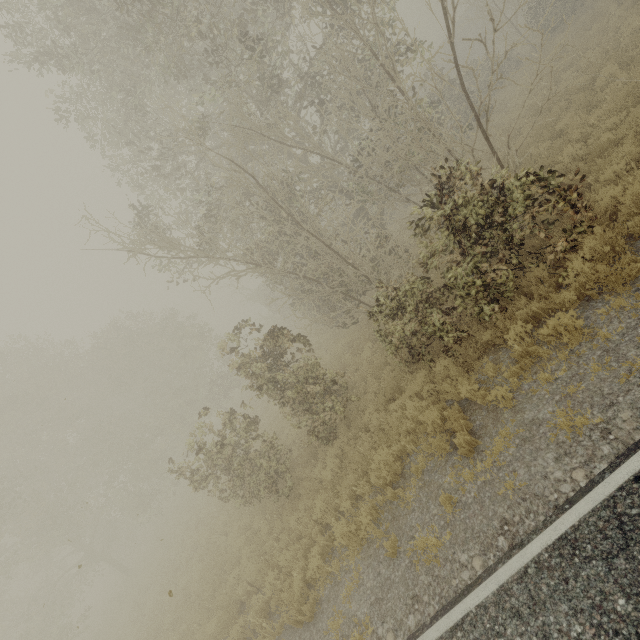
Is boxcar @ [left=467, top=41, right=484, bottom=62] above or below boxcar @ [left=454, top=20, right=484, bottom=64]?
below

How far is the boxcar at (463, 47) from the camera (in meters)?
35.53

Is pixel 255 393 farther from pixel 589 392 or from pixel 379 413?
pixel 589 392

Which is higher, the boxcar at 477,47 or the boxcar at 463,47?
the boxcar at 463,47

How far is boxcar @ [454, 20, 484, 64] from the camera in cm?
3553
